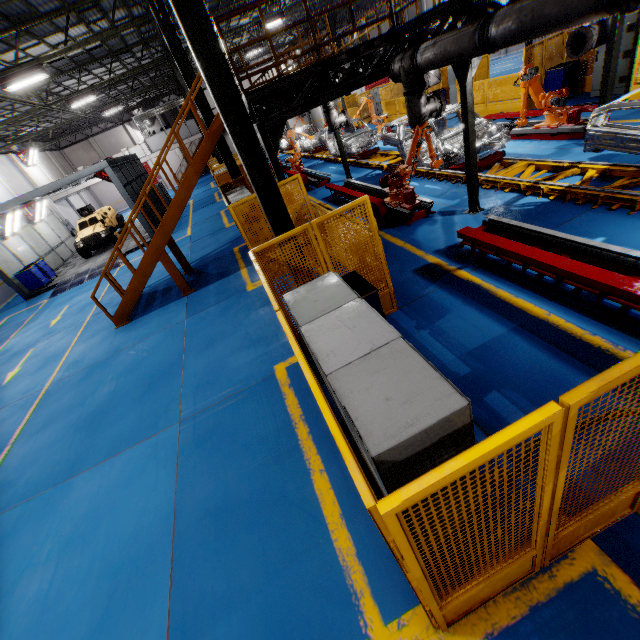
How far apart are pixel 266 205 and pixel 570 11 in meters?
5.1

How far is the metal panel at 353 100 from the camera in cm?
2586

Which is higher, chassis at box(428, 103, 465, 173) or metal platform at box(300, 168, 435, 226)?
chassis at box(428, 103, 465, 173)

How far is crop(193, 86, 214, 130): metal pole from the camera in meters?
11.5

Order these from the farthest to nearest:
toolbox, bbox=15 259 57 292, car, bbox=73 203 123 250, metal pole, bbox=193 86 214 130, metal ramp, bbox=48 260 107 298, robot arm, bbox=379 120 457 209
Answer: car, bbox=73 203 123 250 < toolbox, bbox=15 259 57 292 < metal ramp, bbox=48 260 107 298 < metal pole, bbox=193 86 214 130 < robot arm, bbox=379 120 457 209

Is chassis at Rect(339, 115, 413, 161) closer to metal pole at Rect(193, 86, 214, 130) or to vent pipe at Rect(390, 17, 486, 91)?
vent pipe at Rect(390, 17, 486, 91)

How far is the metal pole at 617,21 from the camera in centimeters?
706cm

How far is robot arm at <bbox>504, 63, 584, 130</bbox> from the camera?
9.16m
